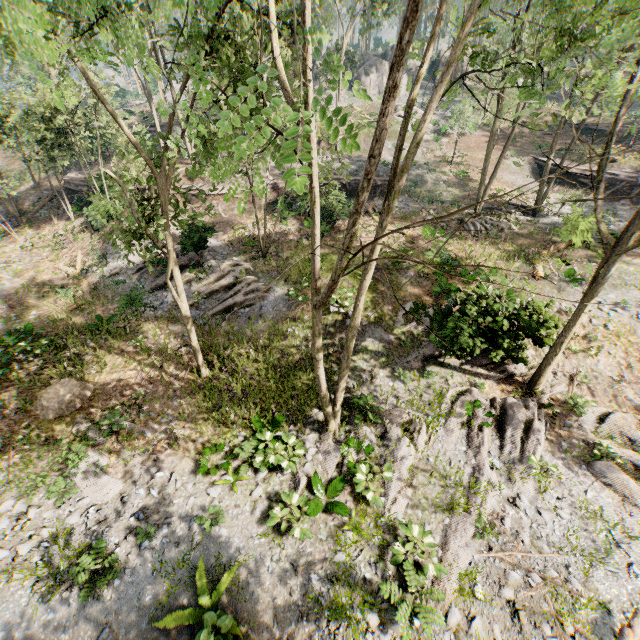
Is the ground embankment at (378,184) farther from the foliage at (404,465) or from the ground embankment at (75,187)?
the ground embankment at (75,187)

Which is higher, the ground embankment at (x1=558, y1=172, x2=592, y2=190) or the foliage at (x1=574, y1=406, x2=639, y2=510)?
the ground embankment at (x1=558, y1=172, x2=592, y2=190)

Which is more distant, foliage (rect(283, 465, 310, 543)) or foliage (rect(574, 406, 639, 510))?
foliage (rect(574, 406, 639, 510))

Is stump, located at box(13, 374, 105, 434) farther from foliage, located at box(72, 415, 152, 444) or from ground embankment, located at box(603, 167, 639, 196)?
ground embankment, located at box(603, 167, 639, 196)

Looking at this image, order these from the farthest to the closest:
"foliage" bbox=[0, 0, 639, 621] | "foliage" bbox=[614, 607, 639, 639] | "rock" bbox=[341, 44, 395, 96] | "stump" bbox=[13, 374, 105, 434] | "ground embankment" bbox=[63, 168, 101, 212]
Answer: "rock" bbox=[341, 44, 395, 96] → "ground embankment" bbox=[63, 168, 101, 212] → "stump" bbox=[13, 374, 105, 434] → "foliage" bbox=[614, 607, 639, 639] → "foliage" bbox=[0, 0, 639, 621]

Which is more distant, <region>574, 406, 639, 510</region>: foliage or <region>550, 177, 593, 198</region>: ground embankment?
<region>550, 177, 593, 198</region>: ground embankment

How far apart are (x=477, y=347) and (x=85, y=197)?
31.46m

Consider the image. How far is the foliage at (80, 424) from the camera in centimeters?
1166cm
